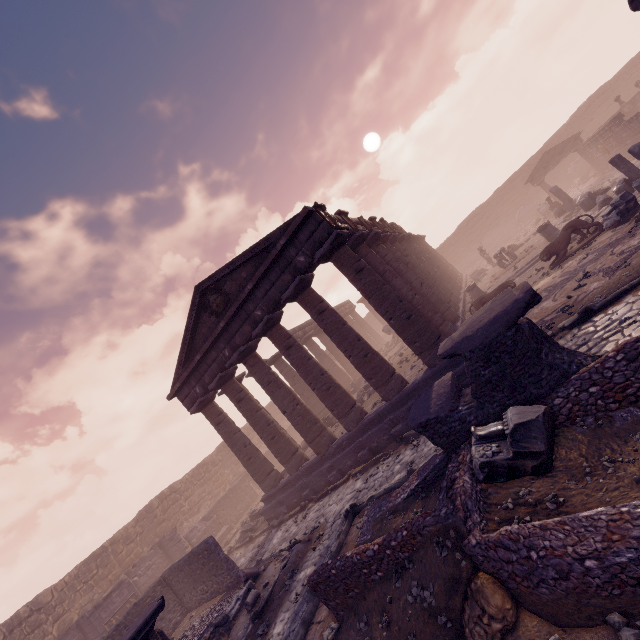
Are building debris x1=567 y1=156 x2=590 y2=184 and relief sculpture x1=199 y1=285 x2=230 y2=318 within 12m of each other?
no

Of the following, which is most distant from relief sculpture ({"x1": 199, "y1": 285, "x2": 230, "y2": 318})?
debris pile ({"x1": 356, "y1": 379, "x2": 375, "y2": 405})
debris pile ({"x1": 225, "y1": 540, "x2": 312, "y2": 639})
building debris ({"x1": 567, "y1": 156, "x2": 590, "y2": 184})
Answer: building debris ({"x1": 567, "y1": 156, "x2": 590, "y2": 184})

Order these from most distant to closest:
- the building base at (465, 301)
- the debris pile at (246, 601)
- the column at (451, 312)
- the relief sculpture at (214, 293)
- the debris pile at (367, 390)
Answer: the debris pile at (367, 390) < the building base at (465, 301) < the relief sculpture at (214, 293) < the column at (451, 312) < the debris pile at (246, 601)

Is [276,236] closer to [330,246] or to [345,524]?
[330,246]

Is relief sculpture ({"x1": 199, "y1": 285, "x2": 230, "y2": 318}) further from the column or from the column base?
the column base

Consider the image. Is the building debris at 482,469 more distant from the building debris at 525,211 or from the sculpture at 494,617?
the building debris at 525,211

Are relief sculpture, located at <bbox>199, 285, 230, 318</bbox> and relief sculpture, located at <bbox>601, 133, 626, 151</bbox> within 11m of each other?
no

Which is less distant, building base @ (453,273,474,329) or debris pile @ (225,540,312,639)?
debris pile @ (225,540,312,639)
